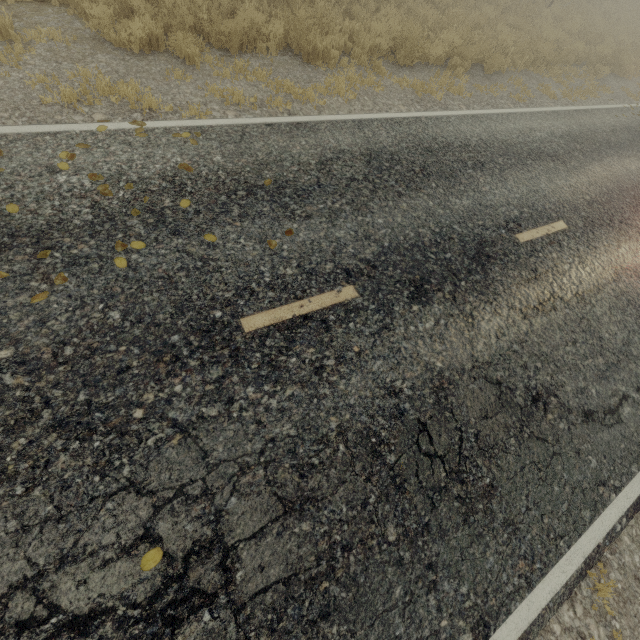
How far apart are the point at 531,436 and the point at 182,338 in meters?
4.2
